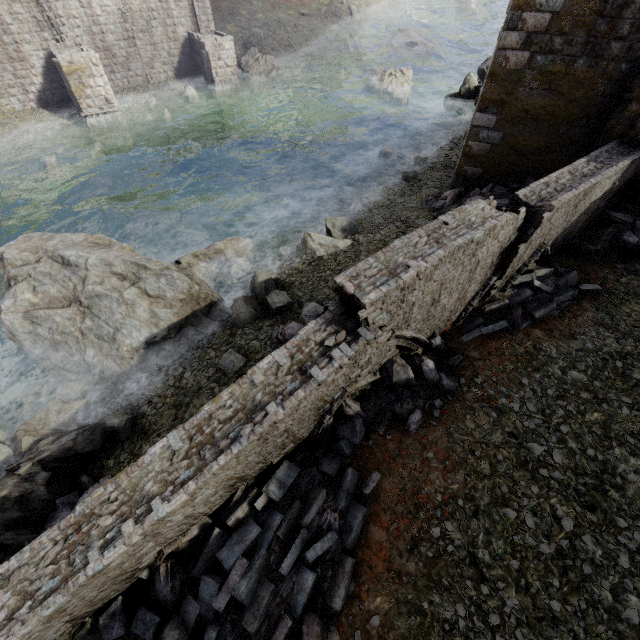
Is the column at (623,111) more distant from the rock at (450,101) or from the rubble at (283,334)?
the rock at (450,101)

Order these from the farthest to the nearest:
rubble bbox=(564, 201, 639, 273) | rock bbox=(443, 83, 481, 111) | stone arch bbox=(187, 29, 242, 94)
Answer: stone arch bbox=(187, 29, 242, 94) < rock bbox=(443, 83, 481, 111) < rubble bbox=(564, 201, 639, 273)

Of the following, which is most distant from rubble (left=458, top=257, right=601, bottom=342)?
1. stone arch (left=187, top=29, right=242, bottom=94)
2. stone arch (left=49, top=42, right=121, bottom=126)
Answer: stone arch (left=49, top=42, right=121, bottom=126)

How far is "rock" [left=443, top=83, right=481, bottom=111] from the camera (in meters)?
20.70

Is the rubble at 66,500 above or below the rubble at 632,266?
below

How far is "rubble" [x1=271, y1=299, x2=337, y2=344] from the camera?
8.46m

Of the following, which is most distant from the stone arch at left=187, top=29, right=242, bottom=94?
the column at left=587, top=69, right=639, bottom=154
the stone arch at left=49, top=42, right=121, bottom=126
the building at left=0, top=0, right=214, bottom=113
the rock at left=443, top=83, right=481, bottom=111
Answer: the column at left=587, top=69, right=639, bottom=154

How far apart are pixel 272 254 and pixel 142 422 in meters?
7.7
